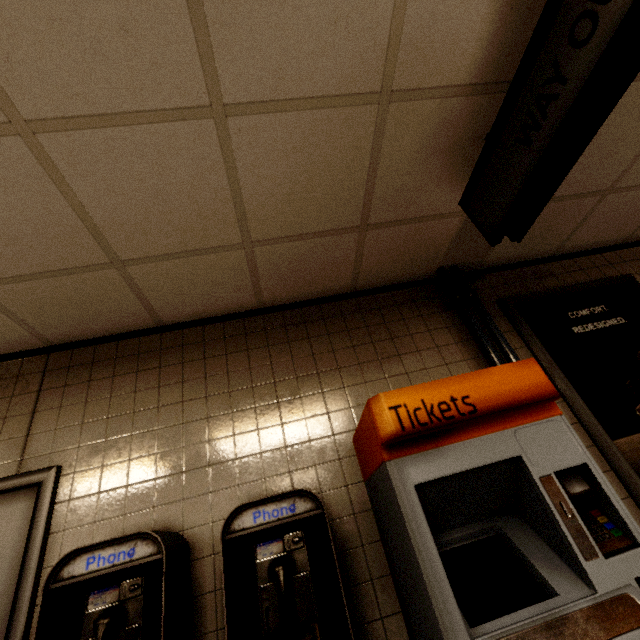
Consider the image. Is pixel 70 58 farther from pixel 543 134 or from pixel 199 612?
pixel 199 612

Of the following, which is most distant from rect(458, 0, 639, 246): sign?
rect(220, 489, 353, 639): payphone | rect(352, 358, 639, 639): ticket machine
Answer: rect(220, 489, 353, 639): payphone

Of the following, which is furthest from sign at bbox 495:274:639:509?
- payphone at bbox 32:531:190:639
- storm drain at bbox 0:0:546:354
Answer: payphone at bbox 32:531:190:639

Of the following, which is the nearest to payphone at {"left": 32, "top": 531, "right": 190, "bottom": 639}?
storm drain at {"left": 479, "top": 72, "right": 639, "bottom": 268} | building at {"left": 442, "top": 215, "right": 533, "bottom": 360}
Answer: building at {"left": 442, "top": 215, "right": 533, "bottom": 360}

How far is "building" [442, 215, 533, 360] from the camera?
2.4m

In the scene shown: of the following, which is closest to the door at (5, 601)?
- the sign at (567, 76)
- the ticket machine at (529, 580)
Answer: the ticket machine at (529, 580)

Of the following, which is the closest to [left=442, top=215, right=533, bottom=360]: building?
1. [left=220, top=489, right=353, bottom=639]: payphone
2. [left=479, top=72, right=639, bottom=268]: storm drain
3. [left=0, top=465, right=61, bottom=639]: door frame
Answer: [left=479, top=72, right=639, bottom=268]: storm drain

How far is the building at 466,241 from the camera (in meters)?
2.35
